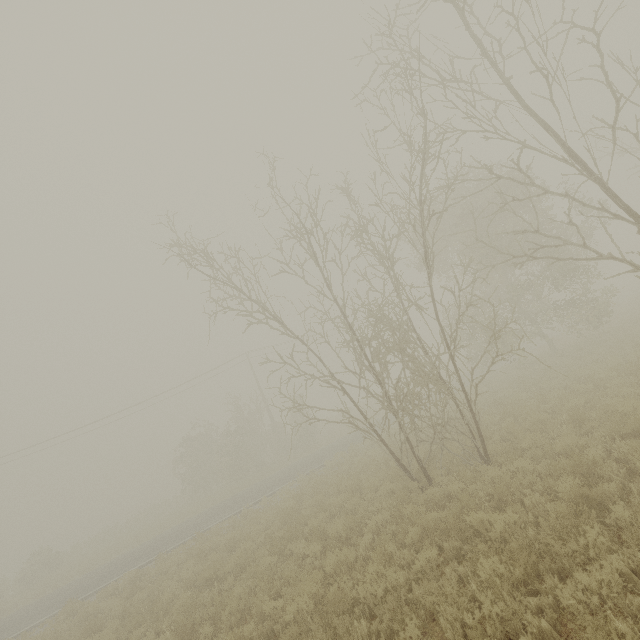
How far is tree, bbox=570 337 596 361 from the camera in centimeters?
1514cm

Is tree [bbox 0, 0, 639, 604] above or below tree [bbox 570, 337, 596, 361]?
above

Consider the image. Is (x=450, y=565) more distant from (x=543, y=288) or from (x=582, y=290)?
(x=582, y=290)

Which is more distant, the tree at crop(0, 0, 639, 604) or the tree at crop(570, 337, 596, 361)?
the tree at crop(570, 337, 596, 361)

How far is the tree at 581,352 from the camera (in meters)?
15.14

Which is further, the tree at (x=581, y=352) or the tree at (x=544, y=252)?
the tree at (x=581, y=352)
